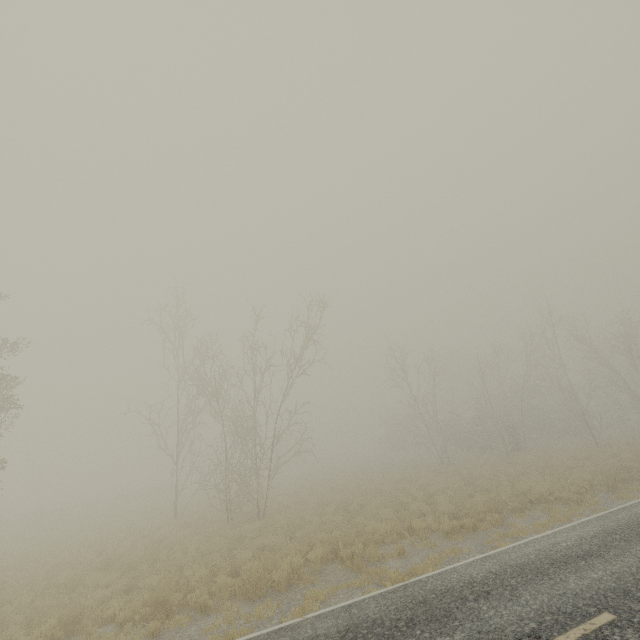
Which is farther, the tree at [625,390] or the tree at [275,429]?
the tree at [625,390]

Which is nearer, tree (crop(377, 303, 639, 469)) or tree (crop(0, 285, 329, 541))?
tree (crop(0, 285, 329, 541))

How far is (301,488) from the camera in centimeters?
2680cm
